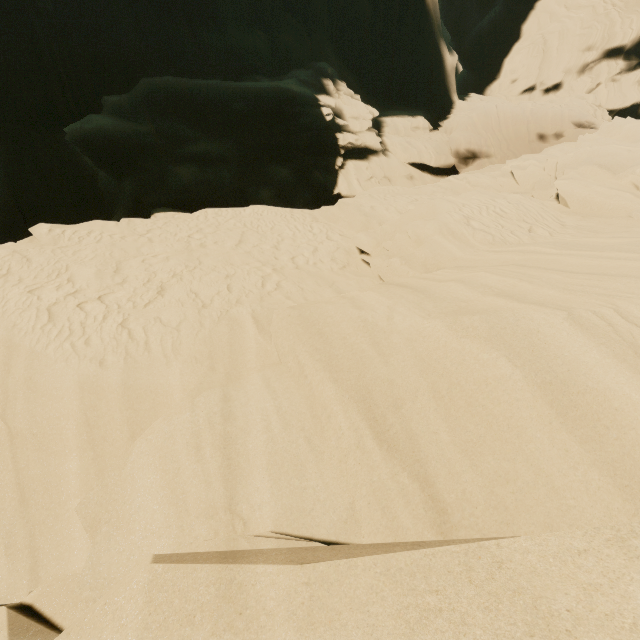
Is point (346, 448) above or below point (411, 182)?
above
